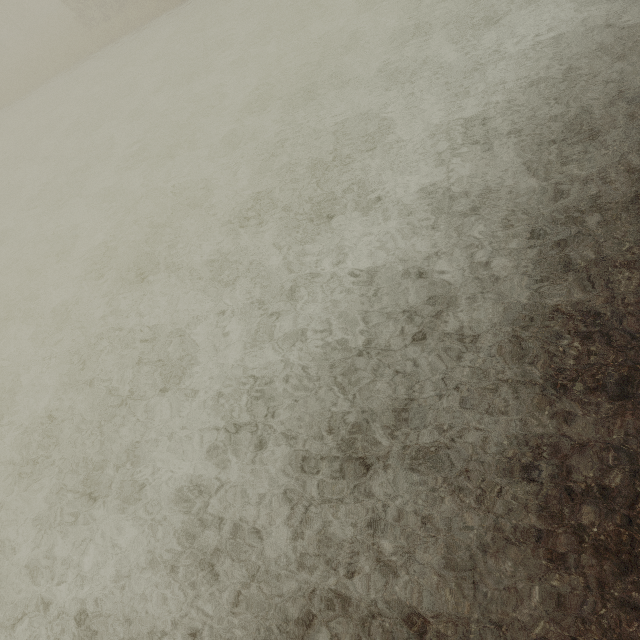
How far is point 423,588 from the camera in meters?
3.8
